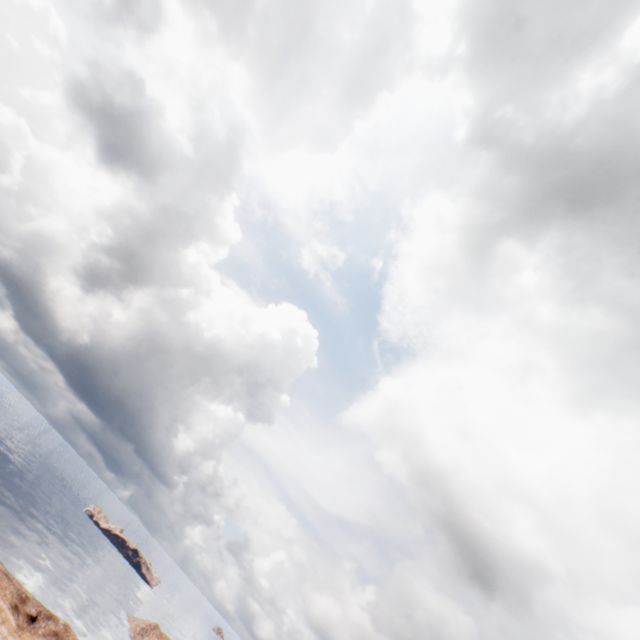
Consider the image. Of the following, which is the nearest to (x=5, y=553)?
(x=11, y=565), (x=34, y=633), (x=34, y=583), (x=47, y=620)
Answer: (x=11, y=565)
